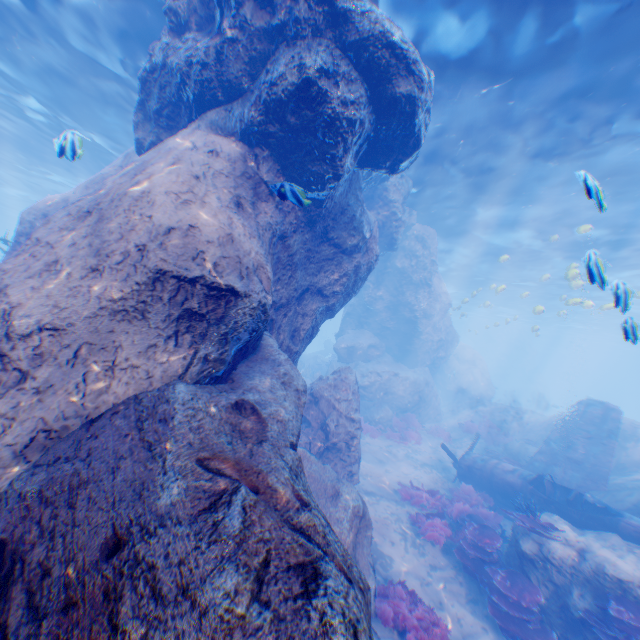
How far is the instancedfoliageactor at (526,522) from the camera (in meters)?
8.34

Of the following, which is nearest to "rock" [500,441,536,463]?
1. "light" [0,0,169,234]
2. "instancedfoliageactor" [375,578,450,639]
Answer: "light" [0,0,169,234]

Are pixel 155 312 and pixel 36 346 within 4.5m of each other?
yes

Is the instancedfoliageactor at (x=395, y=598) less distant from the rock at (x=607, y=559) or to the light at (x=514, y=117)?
the rock at (x=607, y=559)

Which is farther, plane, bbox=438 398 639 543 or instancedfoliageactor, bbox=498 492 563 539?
plane, bbox=438 398 639 543

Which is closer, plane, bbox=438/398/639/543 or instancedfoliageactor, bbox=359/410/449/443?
plane, bbox=438/398/639/543

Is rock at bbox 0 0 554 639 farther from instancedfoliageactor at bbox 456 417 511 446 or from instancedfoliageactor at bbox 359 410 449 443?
instancedfoliageactor at bbox 456 417 511 446

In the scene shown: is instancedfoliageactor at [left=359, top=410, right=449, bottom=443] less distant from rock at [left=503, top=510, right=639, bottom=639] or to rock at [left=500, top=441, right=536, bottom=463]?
rock at [left=503, top=510, right=639, bottom=639]
